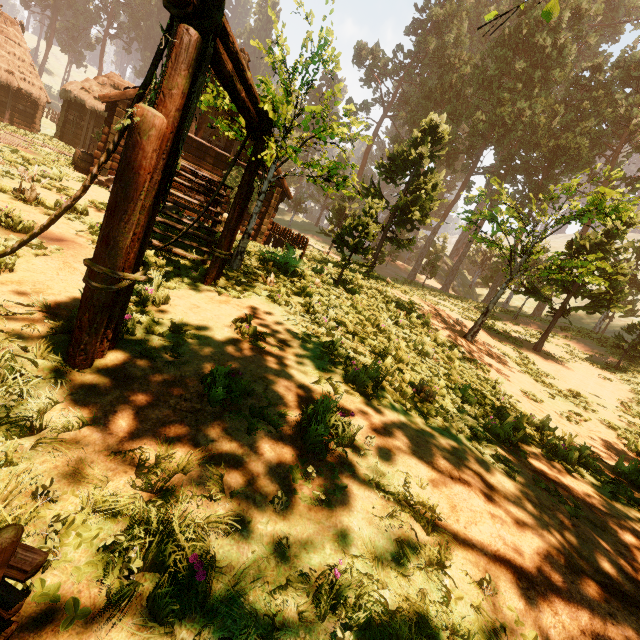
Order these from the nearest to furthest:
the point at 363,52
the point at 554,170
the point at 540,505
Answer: the point at 540,505
the point at 554,170
the point at 363,52

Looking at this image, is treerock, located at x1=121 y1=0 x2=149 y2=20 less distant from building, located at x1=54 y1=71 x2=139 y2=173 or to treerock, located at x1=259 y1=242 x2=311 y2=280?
treerock, located at x1=259 y1=242 x2=311 y2=280

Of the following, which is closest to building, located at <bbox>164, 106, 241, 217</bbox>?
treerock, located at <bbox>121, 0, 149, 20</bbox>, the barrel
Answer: the barrel

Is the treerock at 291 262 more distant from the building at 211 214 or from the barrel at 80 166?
the barrel at 80 166

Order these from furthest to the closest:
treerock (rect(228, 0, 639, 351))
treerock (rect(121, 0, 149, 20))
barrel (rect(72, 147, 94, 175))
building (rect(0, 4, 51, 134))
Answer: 1. treerock (rect(121, 0, 149, 20))
2. building (rect(0, 4, 51, 134))
3. barrel (rect(72, 147, 94, 175))
4. treerock (rect(228, 0, 639, 351))

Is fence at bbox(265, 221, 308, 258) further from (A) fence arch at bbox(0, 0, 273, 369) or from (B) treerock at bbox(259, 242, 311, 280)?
(A) fence arch at bbox(0, 0, 273, 369)

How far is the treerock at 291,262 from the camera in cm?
951

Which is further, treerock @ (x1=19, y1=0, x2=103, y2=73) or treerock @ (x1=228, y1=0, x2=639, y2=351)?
treerock @ (x1=19, y1=0, x2=103, y2=73)
